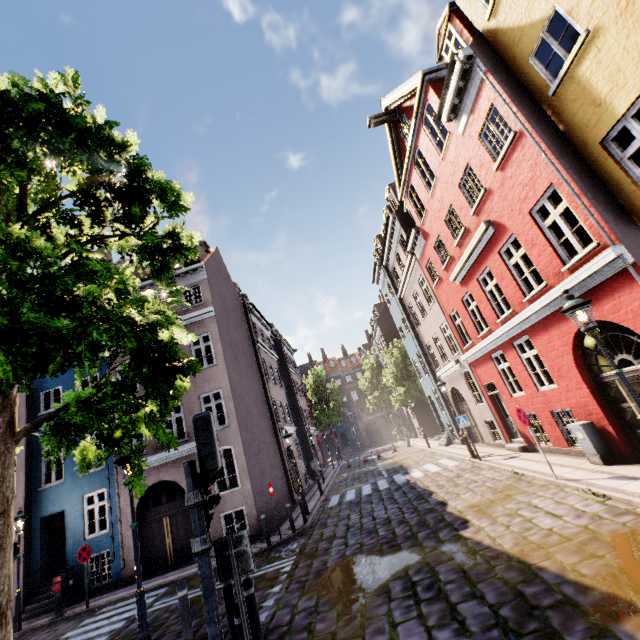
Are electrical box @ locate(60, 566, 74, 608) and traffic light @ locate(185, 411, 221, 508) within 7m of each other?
no

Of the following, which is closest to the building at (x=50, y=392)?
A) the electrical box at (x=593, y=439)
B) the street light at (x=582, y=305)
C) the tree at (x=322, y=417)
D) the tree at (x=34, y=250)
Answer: the electrical box at (x=593, y=439)

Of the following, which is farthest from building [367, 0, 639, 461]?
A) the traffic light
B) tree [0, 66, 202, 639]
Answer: the traffic light

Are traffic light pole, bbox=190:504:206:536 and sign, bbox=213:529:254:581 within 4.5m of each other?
yes

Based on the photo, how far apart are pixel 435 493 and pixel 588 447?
5.0 meters

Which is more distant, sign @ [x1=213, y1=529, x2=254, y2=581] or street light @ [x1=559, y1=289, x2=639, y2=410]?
street light @ [x1=559, y1=289, x2=639, y2=410]

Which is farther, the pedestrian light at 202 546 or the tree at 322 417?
the tree at 322 417

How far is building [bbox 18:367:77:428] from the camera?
15.8m
